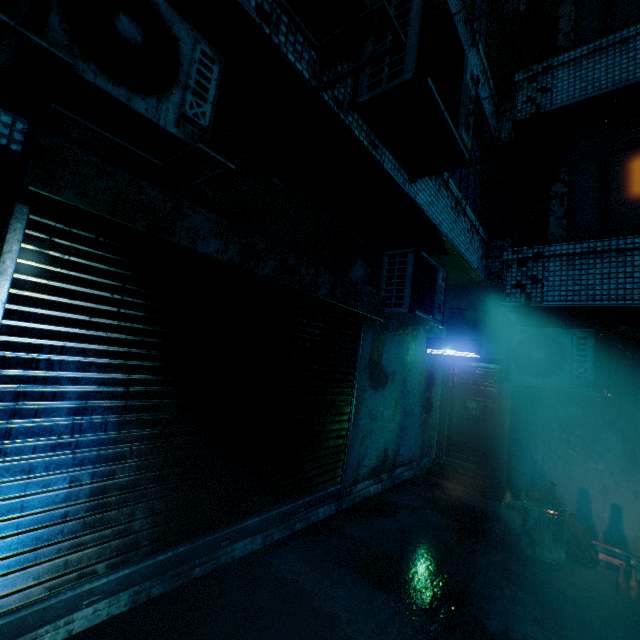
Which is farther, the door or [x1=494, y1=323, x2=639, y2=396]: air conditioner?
the door

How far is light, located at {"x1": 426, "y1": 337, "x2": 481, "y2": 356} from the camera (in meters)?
5.65

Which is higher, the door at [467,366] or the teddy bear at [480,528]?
the door at [467,366]

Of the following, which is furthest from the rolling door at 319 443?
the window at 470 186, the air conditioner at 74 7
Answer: the window at 470 186

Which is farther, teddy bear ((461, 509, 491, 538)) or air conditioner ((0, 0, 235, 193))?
teddy bear ((461, 509, 491, 538))

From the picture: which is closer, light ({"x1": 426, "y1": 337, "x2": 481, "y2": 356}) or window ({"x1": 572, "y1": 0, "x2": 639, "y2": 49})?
window ({"x1": 572, "y1": 0, "x2": 639, "y2": 49})

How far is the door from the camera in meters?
6.2 m

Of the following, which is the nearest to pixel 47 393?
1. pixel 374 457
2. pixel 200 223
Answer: pixel 200 223
